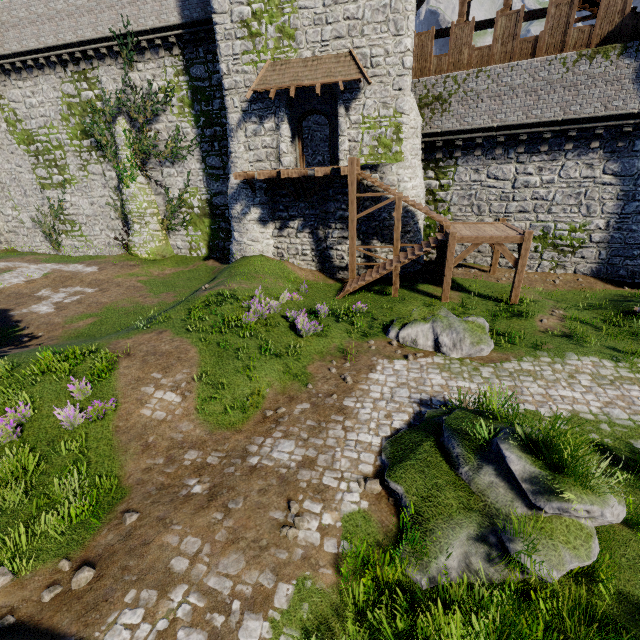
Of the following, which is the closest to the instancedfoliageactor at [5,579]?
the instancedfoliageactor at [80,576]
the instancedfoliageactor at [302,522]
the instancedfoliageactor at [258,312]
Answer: the instancedfoliageactor at [80,576]

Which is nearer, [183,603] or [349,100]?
[183,603]

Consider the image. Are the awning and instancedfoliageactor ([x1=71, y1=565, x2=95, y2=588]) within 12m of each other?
no

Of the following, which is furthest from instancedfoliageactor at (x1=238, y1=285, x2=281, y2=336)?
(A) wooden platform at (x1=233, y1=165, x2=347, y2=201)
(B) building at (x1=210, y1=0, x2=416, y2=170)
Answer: (B) building at (x1=210, y1=0, x2=416, y2=170)

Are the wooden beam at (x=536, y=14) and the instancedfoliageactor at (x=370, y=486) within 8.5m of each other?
no

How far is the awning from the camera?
15.17m

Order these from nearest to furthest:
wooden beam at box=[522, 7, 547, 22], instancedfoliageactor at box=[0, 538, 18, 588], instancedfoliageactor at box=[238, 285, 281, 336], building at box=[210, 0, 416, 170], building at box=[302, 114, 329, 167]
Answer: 1. instancedfoliageactor at box=[0, 538, 18, 588]
2. instancedfoliageactor at box=[238, 285, 281, 336]
3. building at box=[210, 0, 416, 170]
4. wooden beam at box=[522, 7, 547, 22]
5. building at box=[302, 114, 329, 167]

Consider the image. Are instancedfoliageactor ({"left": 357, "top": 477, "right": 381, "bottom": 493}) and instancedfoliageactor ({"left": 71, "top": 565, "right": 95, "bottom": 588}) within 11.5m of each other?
yes
